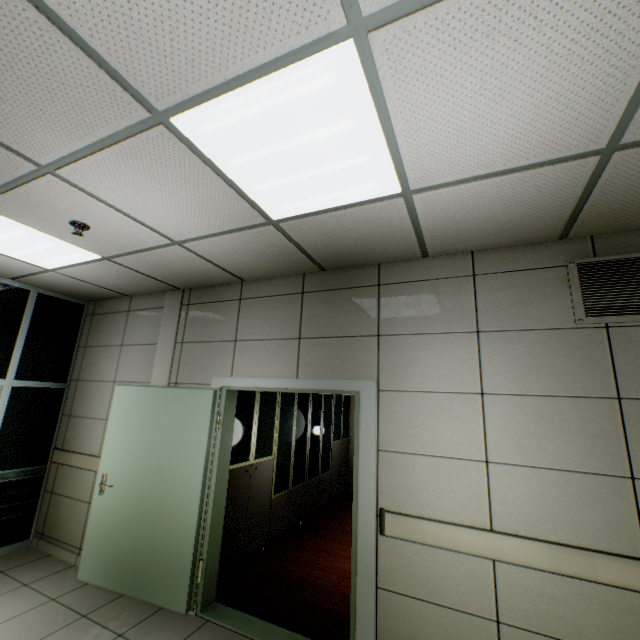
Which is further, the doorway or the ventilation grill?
the doorway

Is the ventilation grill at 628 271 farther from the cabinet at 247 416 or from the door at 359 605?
the cabinet at 247 416

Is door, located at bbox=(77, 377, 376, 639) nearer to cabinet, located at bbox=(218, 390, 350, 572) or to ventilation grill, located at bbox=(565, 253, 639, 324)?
cabinet, located at bbox=(218, 390, 350, 572)

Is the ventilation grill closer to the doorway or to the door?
the door

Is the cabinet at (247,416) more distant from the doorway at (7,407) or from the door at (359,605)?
the doorway at (7,407)

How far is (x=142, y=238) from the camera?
2.8m

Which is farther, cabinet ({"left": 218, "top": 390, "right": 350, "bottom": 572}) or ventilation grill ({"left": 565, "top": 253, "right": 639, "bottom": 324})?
cabinet ({"left": 218, "top": 390, "right": 350, "bottom": 572})

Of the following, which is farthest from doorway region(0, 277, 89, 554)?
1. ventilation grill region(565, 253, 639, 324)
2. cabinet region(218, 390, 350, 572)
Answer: ventilation grill region(565, 253, 639, 324)
